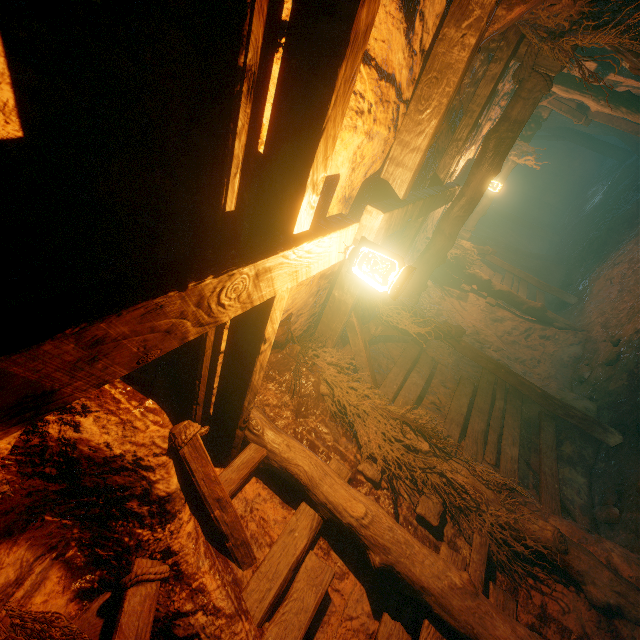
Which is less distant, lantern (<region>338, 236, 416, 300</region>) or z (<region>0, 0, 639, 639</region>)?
z (<region>0, 0, 639, 639</region>)

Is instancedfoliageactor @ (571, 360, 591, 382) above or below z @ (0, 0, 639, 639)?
below

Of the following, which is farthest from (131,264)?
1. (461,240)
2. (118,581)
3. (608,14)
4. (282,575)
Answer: (461,240)

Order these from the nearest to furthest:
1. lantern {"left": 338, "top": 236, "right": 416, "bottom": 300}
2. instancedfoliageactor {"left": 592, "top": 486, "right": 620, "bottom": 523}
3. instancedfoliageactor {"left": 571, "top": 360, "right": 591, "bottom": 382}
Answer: lantern {"left": 338, "top": 236, "right": 416, "bottom": 300}, instancedfoliageactor {"left": 592, "top": 486, "right": 620, "bottom": 523}, instancedfoliageactor {"left": 571, "top": 360, "right": 591, "bottom": 382}

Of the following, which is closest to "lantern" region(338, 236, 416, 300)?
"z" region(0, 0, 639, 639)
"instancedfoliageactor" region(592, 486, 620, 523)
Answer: "z" region(0, 0, 639, 639)

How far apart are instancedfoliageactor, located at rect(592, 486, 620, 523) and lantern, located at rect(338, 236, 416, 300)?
4.7 meters

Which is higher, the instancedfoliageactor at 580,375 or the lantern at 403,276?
the lantern at 403,276

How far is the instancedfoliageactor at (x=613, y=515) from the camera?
4.1m
